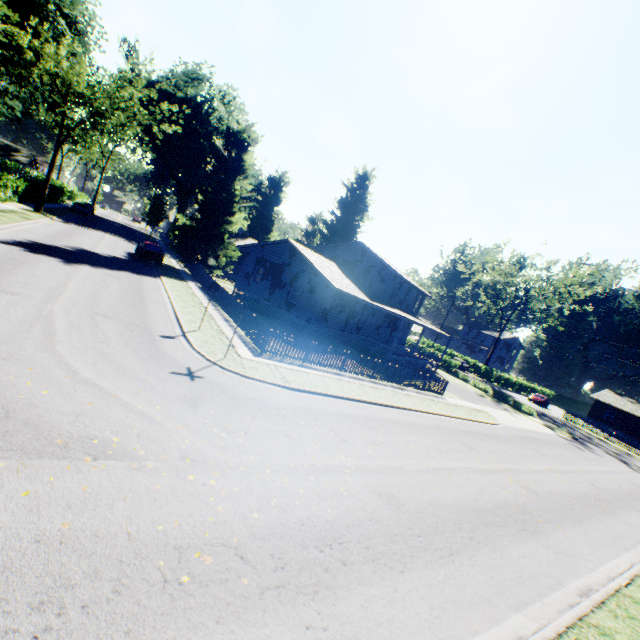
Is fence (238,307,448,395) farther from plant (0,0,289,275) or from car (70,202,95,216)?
car (70,202,95,216)

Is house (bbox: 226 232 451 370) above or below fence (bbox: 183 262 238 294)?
above

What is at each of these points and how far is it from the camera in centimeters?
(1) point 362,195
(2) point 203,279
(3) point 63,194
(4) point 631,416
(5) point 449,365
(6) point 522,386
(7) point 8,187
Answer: (1) plant, 5522cm
(2) fence, 2823cm
(3) hedge, 5225cm
(4) house, 5025cm
(5) hedge, 4172cm
(6) hedge, 5856cm
(7) hedge, 2823cm

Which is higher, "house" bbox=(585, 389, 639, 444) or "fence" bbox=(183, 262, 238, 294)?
"house" bbox=(585, 389, 639, 444)

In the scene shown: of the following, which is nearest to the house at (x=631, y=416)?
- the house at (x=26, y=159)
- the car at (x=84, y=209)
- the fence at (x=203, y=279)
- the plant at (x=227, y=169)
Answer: the fence at (x=203, y=279)

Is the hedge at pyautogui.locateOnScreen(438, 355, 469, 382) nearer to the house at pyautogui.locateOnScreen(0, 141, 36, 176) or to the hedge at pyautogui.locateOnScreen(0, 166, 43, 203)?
the hedge at pyautogui.locateOnScreen(0, 166, 43, 203)

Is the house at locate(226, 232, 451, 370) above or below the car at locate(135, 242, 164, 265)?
above

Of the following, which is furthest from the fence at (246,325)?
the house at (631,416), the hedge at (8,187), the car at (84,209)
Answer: the house at (631,416)
